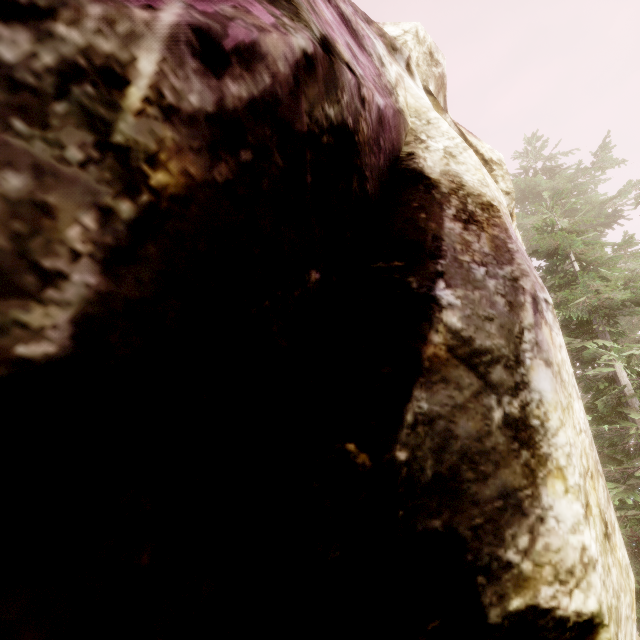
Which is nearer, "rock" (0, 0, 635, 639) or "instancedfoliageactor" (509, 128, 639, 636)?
"rock" (0, 0, 635, 639)

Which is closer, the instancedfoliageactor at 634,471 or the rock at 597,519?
the rock at 597,519

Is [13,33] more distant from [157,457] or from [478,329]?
[478,329]
